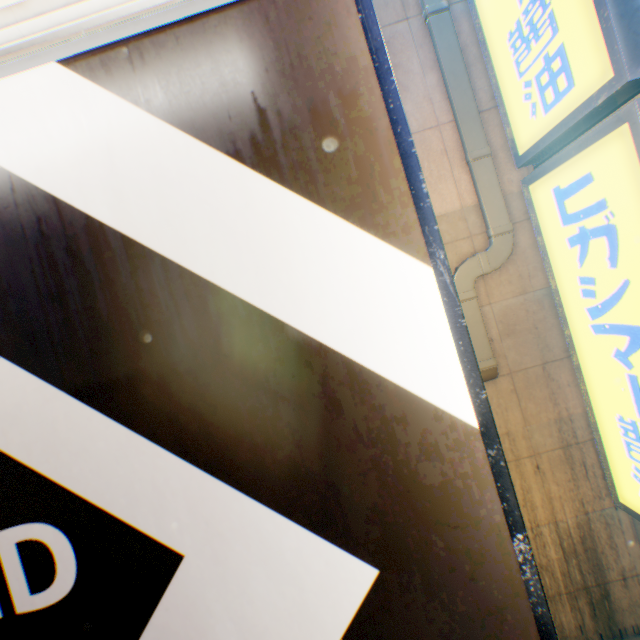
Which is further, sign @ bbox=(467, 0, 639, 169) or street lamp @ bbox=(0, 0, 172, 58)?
sign @ bbox=(467, 0, 639, 169)

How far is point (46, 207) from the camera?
1.0m

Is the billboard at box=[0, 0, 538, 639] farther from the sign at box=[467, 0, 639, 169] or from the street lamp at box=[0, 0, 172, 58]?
the sign at box=[467, 0, 639, 169]

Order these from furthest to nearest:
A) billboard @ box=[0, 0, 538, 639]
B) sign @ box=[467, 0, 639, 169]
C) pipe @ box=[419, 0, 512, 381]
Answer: pipe @ box=[419, 0, 512, 381]
sign @ box=[467, 0, 639, 169]
billboard @ box=[0, 0, 538, 639]

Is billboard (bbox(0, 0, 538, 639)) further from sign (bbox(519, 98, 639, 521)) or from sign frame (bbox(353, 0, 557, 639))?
sign (bbox(519, 98, 639, 521))

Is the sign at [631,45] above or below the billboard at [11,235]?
above

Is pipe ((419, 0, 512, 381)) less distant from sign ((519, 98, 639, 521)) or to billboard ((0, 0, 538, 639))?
sign ((519, 98, 639, 521))

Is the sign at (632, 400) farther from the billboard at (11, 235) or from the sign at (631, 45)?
the billboard at (11, 235)
